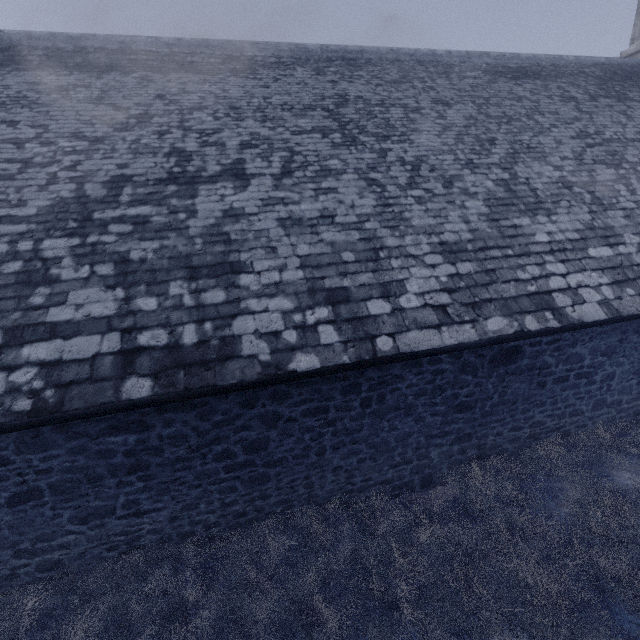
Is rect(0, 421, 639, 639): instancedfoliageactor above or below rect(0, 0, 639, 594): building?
below

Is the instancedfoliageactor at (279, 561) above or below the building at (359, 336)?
below

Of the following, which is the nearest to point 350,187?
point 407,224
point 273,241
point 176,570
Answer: point 407,224
